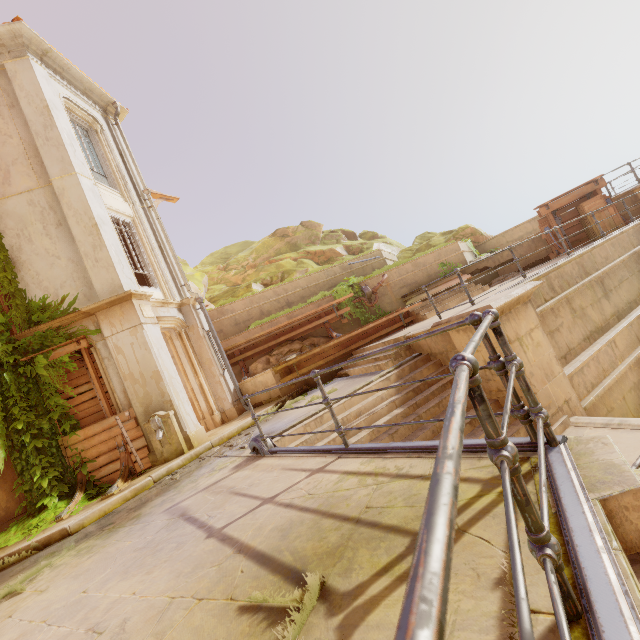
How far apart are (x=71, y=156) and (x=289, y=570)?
11.81m

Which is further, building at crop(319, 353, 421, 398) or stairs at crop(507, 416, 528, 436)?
building at crop(319, 353, 421, 398)

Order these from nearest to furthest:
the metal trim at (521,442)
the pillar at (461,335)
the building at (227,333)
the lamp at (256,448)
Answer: the metal trim at (521,442)
the lamp at (256,448)
the pillar at (461,335)
the building at (227,333)

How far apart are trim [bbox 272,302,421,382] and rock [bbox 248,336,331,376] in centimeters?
176cm

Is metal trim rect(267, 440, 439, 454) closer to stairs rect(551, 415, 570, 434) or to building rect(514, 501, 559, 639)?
building rect(514, 501, 559, 639)

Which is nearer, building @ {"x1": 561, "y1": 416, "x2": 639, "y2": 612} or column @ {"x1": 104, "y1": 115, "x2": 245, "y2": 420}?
building @ {"x1": 561, "y1": 416, "x2": 639, "y2": 612}

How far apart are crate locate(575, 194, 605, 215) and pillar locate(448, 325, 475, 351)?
7.94m

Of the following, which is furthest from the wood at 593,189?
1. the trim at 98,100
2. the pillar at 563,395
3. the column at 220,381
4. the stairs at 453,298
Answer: the trim at 98,100
